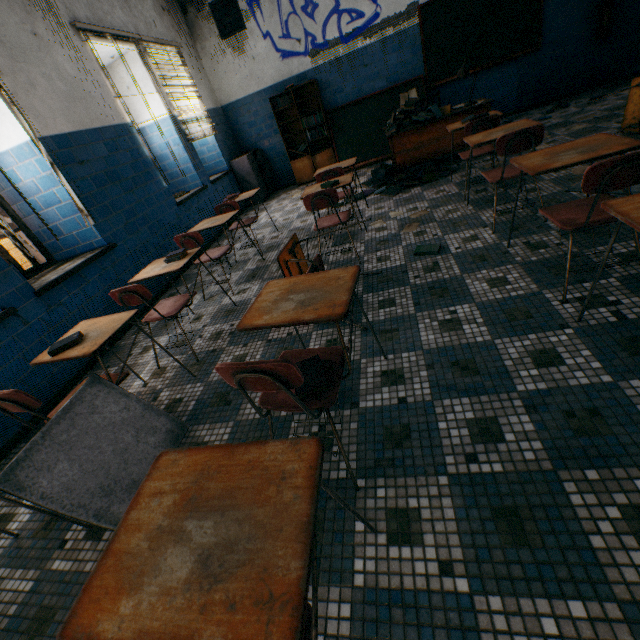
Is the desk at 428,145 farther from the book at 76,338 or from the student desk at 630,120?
the book at 76,338

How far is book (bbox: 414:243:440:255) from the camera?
2.9m

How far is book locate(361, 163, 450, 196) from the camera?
4.7m

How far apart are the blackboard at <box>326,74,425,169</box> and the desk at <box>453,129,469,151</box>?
1.22m

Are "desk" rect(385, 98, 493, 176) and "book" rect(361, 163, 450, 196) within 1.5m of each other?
yes

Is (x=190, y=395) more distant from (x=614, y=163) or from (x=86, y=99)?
(x=86, y=99)

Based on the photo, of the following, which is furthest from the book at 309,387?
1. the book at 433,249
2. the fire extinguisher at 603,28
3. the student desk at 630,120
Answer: the fire extinguisher at 603,28

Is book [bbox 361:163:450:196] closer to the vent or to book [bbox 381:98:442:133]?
book [bbox 381:98:442:133]
